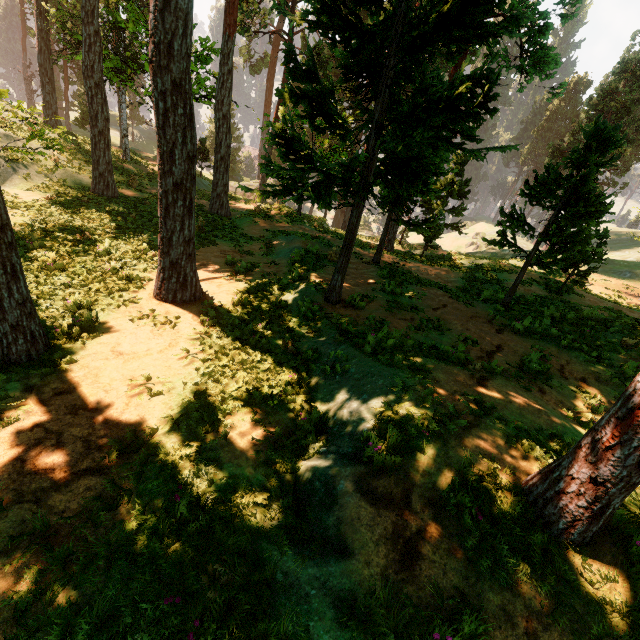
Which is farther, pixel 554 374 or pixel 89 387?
pixel 554 374

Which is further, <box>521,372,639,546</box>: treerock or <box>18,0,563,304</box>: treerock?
<box>18,0,563,304</box>: treerock

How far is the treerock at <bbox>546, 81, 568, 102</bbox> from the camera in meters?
16.6 m

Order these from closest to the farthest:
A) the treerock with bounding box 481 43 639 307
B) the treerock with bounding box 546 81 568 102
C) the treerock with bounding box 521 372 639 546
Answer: the treerock with bounding box 521 372 639 546 → the treerock with bounding box 481 43 639 307 → the treerock with bounding box 546 81 568 102

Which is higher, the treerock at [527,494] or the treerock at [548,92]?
the treerock at [548,92]

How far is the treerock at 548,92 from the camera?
16.6m
